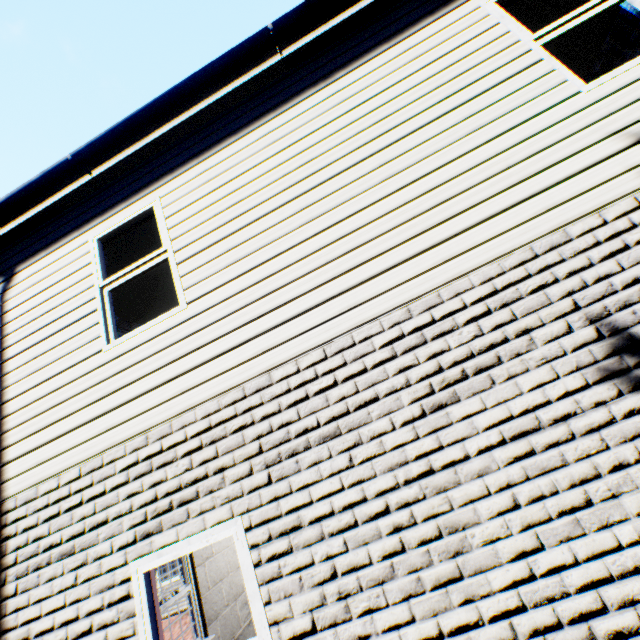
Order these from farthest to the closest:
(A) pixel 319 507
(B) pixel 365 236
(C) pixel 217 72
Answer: (C) pixel 217 72, (B) pixel 365 236, (A) pixel 319 507

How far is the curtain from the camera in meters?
12.5 m

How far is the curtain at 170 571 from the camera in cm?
1255
